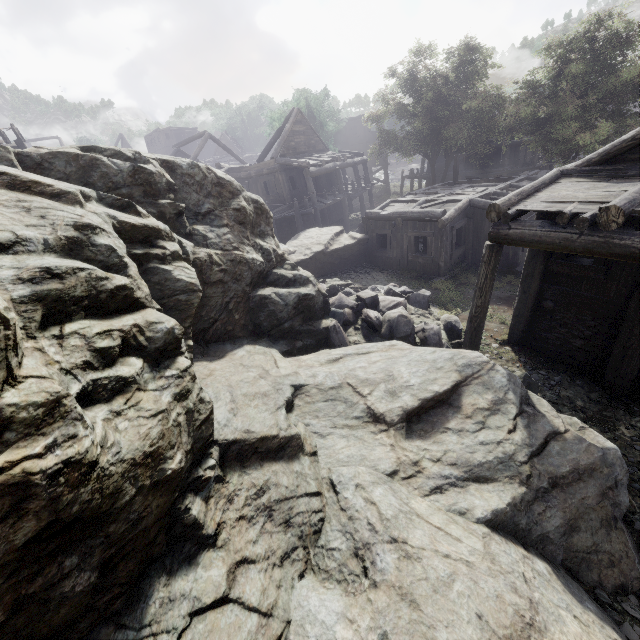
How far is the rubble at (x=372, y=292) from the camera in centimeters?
958cm

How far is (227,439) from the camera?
4.48m

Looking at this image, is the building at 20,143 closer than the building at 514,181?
No

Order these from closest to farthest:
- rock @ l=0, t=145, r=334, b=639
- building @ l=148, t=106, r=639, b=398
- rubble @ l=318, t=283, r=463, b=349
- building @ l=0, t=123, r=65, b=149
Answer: rock @ l=0, t=145, r=334, b=639, building @ l=148, t=106, r=639, b=398, rubble @ l=318, t=283, r=463, b=349, building @ l=0, t=123, r=65, b=149

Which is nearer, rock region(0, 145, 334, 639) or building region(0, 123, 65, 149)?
rock region(0, 145, 334, 639)

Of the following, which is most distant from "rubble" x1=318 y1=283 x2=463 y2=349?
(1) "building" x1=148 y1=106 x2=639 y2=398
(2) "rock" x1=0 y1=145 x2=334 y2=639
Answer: (1) "building" x1=148 y1=106 x2=639 y2=398

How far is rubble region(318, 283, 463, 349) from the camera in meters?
9.6 m
